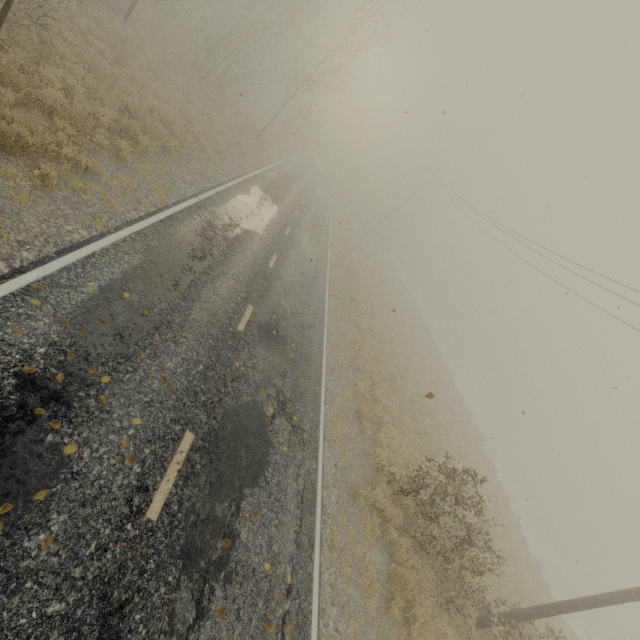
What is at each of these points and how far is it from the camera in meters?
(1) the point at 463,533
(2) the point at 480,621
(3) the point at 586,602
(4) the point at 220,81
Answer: (1) tree, 9.4
(2) utility pole, 9.4
(3) utility pole, 8.6
(4) tree, 24.0

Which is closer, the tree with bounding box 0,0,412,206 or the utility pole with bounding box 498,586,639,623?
the utility pole with bounding box 498,586,639,623

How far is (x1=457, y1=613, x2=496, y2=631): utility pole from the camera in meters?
9.3

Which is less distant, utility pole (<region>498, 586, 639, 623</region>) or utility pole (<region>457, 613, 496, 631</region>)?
utility pole (<region>498, 586, 639, 623</region>)

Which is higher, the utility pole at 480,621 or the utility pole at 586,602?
the utility pole at 586,602

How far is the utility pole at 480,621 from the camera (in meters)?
9.31

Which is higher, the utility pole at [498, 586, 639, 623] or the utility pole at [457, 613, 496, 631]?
the utility pole at [498, 586, 639, 623]
